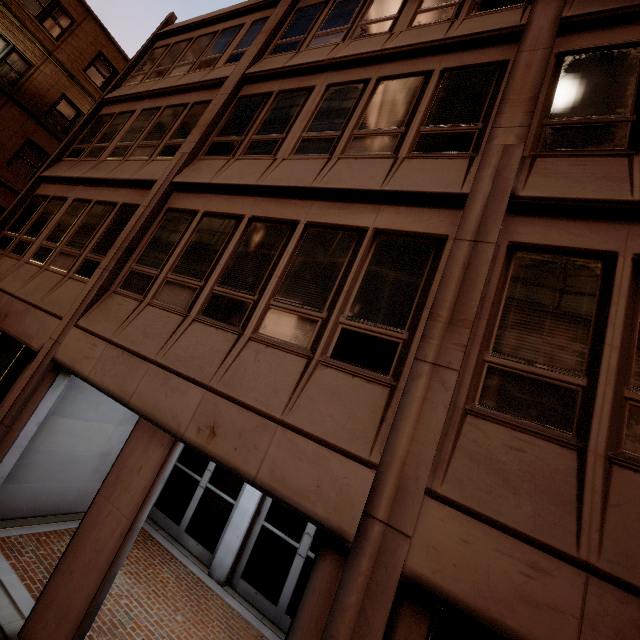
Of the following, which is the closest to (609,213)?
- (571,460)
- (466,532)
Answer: (571,460)
